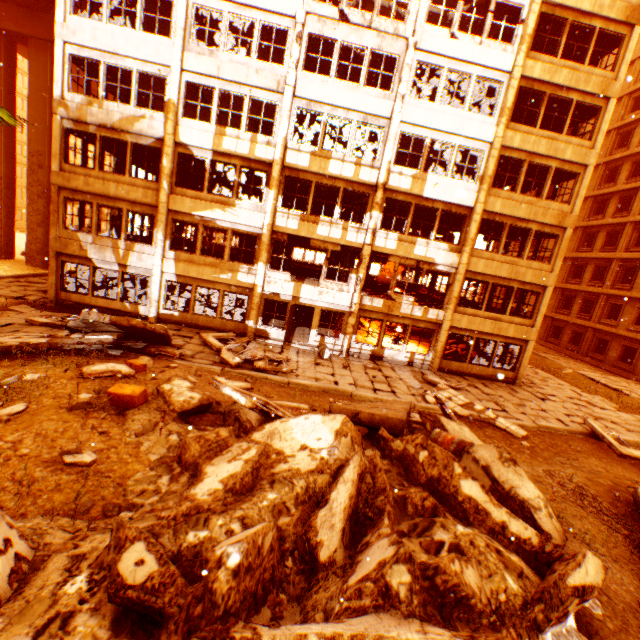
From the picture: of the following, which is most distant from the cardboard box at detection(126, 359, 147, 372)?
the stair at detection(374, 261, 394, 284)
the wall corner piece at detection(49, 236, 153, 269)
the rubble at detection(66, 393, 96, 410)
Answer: the stair at detection(374, 261, 394, 284)

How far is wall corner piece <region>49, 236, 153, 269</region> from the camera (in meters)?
15.44

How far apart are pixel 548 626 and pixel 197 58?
19.9m

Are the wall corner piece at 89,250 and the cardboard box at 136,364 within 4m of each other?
no

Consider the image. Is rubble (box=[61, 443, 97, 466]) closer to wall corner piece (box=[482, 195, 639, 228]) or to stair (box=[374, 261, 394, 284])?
wall corner piece (box=[482, 195, 639, 228])

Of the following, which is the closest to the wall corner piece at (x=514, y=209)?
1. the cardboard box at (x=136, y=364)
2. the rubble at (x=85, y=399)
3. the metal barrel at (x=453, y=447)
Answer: the rubble at (x=85, y=399)

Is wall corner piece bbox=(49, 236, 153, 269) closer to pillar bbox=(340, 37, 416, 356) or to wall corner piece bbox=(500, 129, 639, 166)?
pillar bbox=(340, 37, 416, 356)

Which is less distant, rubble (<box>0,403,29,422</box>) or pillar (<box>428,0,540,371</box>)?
rubble (<box>0,403,29,422</box>)
